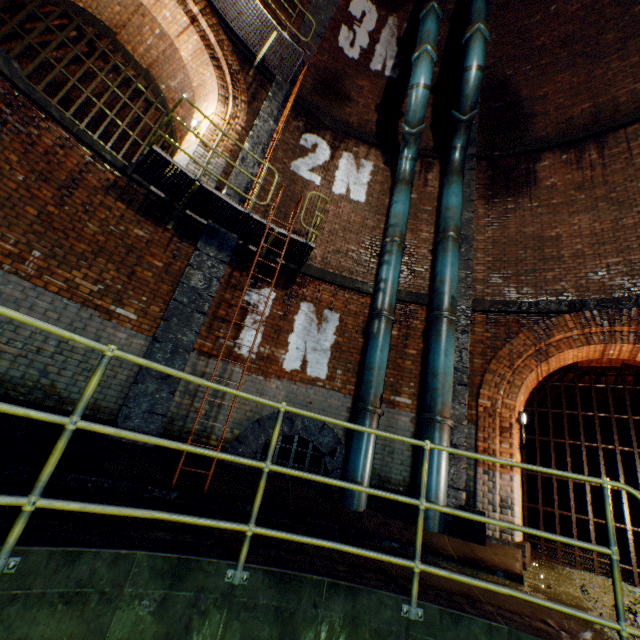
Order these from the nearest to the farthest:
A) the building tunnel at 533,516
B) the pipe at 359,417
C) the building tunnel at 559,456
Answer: the pipe at 359,417, the building tunnel at 533,516, the building tunnel at 559,456

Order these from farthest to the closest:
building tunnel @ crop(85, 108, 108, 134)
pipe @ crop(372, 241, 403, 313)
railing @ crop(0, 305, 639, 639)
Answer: building tunnel @ crop(85, 108, 108, 134) < pipe @ crop(372, 241, 403, 313) < railing @ crop(0, 305, 639, 639)

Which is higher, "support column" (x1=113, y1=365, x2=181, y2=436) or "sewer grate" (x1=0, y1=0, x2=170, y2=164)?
"sewer grate" (x1=0, y1=0, x2=170, y2=164)

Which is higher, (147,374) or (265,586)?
(147,374)

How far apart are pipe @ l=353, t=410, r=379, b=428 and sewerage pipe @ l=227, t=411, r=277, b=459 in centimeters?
16cm

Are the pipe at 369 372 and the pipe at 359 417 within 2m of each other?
yes

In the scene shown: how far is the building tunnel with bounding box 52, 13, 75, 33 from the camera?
7.92m

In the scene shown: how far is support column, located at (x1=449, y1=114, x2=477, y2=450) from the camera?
6.2m
